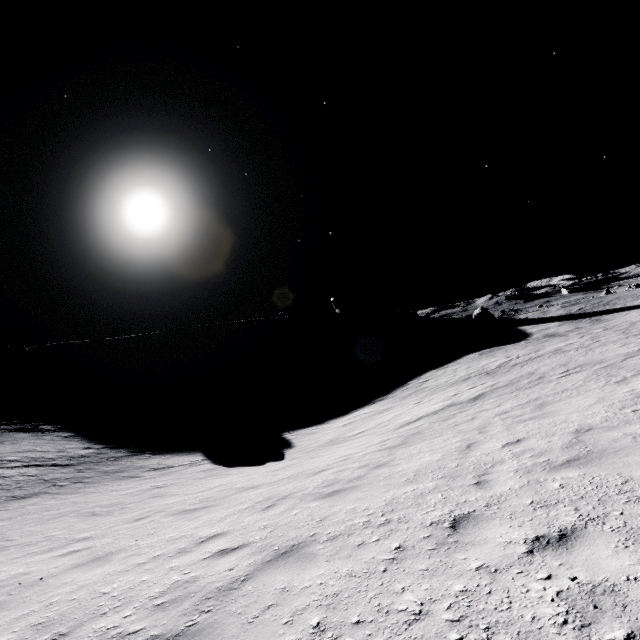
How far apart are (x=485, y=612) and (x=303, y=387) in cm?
4145
